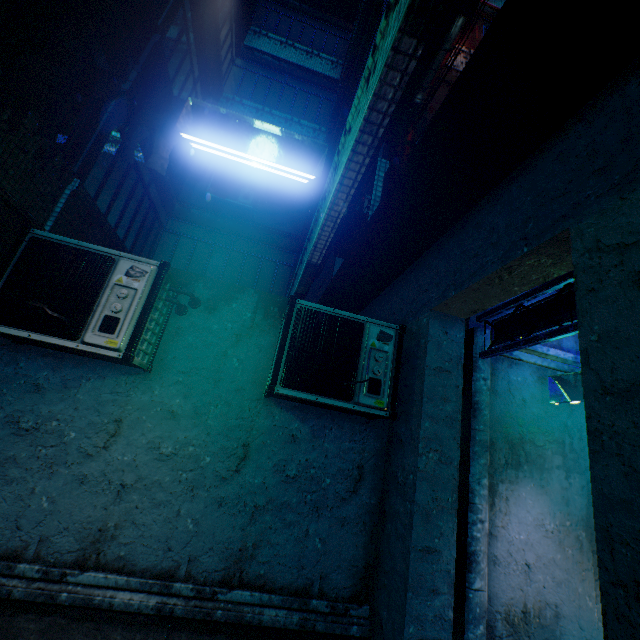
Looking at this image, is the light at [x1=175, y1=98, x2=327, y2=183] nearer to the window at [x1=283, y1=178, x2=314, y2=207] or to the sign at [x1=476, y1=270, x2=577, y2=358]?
the sign at [x1=476, y1=270, x2=577, y2=358]

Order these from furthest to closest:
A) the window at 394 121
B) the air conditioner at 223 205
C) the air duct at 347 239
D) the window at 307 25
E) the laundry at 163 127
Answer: the window at 307 25 → the air conditioner at 223 205 → the air duct at 347 239 → the laundry at 163 127 → the window at 394 121

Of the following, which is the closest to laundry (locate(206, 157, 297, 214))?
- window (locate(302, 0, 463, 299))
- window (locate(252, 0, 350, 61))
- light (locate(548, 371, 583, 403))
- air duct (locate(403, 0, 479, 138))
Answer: window (locate(302, 0, 463, 299))

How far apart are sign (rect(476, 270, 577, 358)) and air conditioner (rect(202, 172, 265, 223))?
5.69m

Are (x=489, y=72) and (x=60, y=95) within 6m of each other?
yes

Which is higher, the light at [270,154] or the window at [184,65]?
the window at [184,65]

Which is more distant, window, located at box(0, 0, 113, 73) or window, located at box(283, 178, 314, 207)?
window, located at box(283, 178, 314, 207)

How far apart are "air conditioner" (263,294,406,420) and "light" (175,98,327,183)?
1.0 meters
